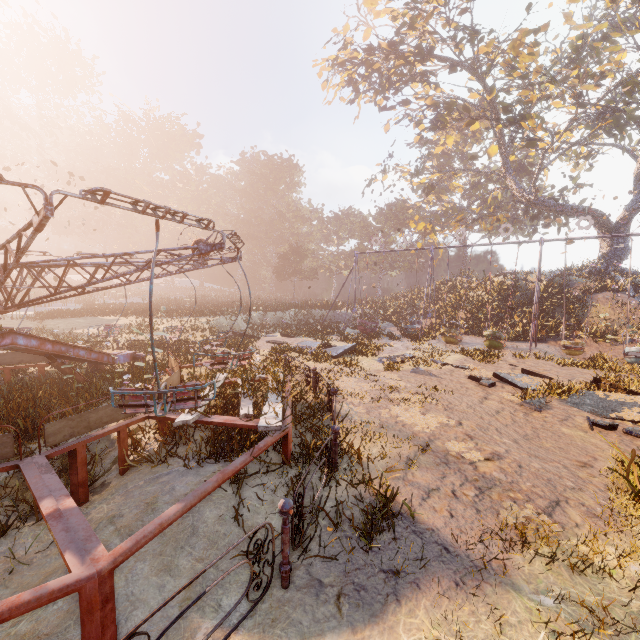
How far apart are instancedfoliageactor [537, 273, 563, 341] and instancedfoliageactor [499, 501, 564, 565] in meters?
22.2

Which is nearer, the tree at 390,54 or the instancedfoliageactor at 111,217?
the tree at 390,54

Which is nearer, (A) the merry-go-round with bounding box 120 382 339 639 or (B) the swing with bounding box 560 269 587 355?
(A) the merry-go-round with bounding box 120 382 339 639

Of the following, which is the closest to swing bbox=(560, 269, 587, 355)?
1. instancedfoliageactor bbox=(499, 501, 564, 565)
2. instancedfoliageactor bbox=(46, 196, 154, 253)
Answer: instancedfoliageactor bbox=(46, 196, 154, 253)

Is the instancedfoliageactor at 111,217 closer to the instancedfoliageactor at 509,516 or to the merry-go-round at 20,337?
the merry-go-round at 20,337

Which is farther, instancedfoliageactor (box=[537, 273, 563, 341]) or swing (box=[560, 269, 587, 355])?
instancedfoliageactor (box=[537, 273, 563, 341])

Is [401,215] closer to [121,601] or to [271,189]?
[271,189]

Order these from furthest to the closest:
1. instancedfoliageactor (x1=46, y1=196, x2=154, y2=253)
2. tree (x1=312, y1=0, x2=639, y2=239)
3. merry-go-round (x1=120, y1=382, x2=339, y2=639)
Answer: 1. instancedfoliageactor (x1=46, y1=196, x2=154, y2=253)
2. tree (x1=312, y1=0, x2=639, y2=239)
3. merry-go-round (x1=120, y1=382, x2=339, y2=639)
